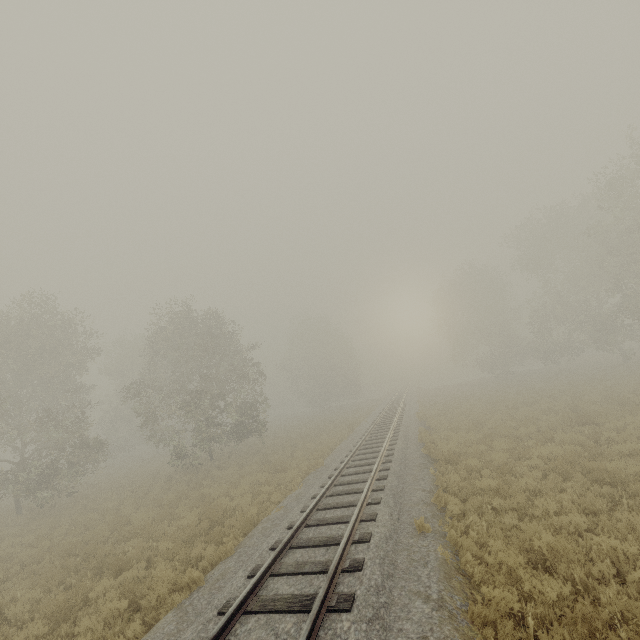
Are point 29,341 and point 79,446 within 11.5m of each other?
yes
